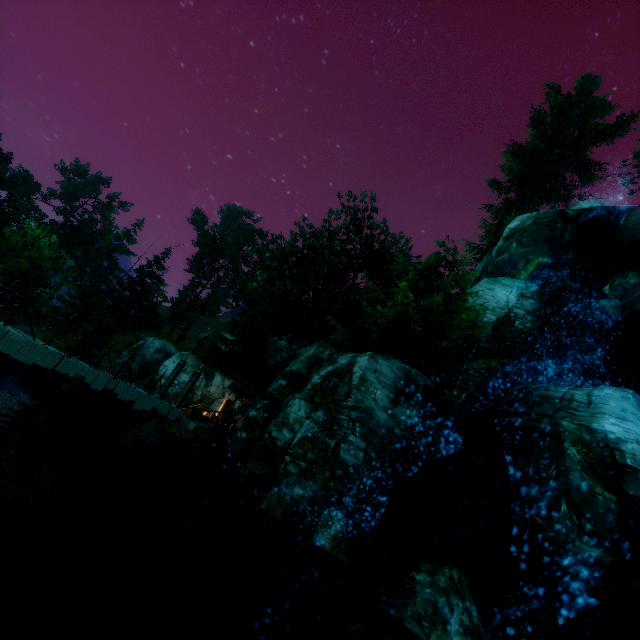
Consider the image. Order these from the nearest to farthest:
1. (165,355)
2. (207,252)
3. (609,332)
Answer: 1. (609,332)
2. (165,355)
3. (207,252)

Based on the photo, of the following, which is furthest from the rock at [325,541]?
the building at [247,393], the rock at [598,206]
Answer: the rock at [598,206]

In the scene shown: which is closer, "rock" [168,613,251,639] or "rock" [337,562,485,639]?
"rock" [337,562,485,639]

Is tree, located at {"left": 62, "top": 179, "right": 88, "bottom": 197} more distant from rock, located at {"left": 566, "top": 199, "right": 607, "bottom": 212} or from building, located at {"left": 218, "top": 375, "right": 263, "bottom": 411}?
rock, located at {"left": 566, "top": 199, "right": 607, "bottom": 212}

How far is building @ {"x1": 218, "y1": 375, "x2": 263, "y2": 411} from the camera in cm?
2686

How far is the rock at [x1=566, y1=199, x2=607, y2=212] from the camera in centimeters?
2488cm

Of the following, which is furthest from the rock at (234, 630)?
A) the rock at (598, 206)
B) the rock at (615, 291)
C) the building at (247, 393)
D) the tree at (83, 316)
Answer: the rock at (598, 206)

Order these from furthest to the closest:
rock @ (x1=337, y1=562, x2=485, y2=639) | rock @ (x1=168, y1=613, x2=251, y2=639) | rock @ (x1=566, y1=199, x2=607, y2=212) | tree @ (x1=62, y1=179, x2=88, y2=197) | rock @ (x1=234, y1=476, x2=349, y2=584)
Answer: tree @ (x1=62, y1=179, x2=88, y2=197), rock @ (x1=566, y1=199, x2=607, y2=212), rock @ (x1=234, y1=476, x2=349, y2=584), rock @ (x1=168, y1=613, x2=251, y2=639), rock @ (x1=337, y1=562, x2=485, y2=639)
